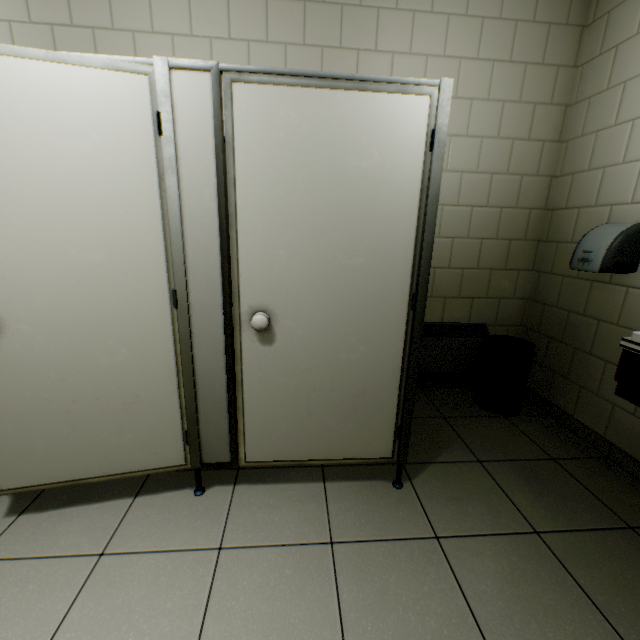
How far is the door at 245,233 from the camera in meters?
1.3

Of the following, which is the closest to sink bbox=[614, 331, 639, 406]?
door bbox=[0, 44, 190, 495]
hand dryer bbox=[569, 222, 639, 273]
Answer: hand dryer bbox=[569, 222, 639, 273]

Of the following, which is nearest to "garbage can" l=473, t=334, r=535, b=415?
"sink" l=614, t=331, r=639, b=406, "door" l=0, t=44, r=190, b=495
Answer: "sink" l=614, t=331, r=639, b=406

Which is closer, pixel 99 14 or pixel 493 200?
pixel 99 14

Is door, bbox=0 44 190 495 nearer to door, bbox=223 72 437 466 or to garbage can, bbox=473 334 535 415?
door, bbox=223 72 437 466

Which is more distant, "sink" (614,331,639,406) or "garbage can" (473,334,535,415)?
"garbage can" (473,334,535,415)

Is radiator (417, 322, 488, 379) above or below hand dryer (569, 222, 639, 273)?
below

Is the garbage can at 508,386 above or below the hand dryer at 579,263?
below
